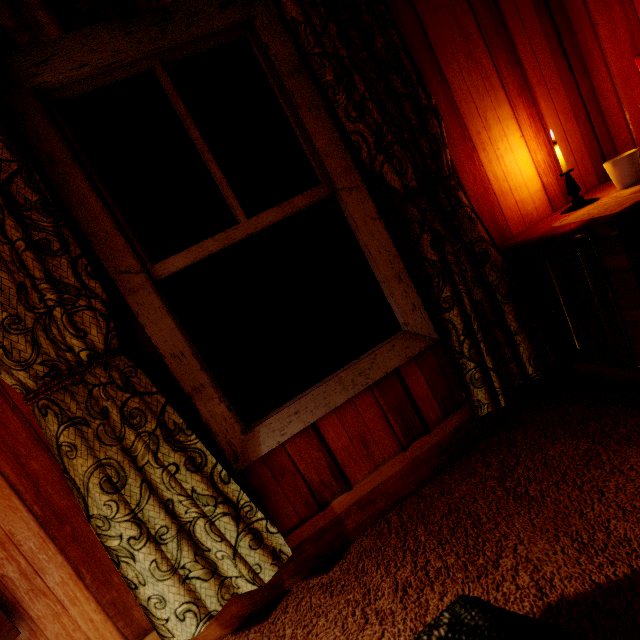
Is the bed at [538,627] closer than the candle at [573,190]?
Yes

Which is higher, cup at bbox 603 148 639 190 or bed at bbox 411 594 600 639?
cup at bbox 603 148 639 190

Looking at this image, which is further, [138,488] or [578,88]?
[578,88]

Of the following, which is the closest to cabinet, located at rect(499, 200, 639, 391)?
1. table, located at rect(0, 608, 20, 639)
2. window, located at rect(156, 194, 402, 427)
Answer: window, located at rect(156, 194, 402, 427)

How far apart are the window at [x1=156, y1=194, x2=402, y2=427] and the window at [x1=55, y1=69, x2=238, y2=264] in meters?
0.1 m

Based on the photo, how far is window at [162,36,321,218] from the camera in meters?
1.3

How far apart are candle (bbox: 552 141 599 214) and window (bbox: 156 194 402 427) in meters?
0.9

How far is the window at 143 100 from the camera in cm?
121
